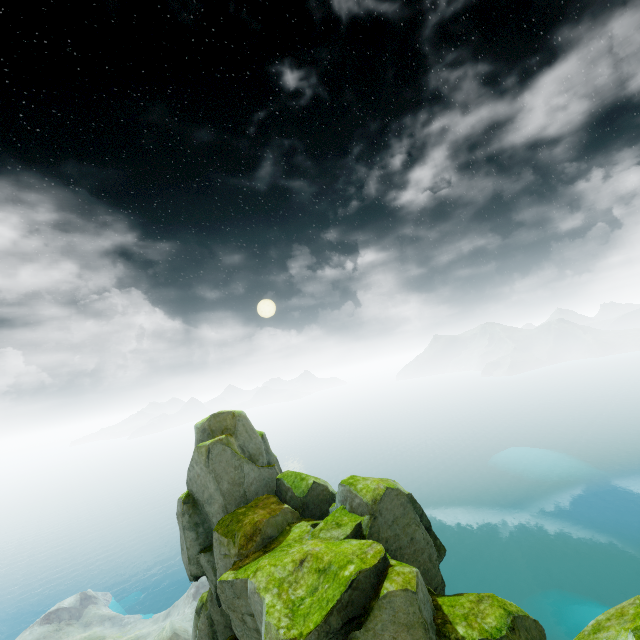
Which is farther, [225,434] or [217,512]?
[225,434]

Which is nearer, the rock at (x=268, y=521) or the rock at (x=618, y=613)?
the rock at (x=618, y=613)

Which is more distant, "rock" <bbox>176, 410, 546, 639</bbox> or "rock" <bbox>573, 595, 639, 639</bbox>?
"rock" <bbox>176, 410, 546, 639</bbox>
